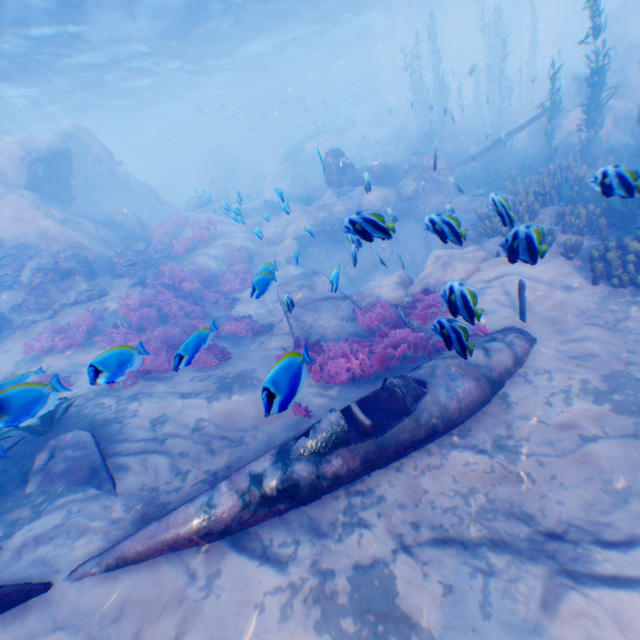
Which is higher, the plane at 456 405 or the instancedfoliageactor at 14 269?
the instancedfoliageactor at 14 269

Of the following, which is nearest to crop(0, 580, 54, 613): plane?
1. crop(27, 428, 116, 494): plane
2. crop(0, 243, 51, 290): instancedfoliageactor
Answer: crop(27, 428, 116, 494): plane

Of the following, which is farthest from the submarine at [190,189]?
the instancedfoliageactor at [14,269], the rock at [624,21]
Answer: the instancedfoliageactor at [14,269]

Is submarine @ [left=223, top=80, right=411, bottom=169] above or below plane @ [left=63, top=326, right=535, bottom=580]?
above

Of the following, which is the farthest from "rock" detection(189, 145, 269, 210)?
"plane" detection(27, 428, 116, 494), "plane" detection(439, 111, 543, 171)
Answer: "plane" detection(27, 428, 116, 494)

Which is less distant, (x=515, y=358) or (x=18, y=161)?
(x=515, y=358)

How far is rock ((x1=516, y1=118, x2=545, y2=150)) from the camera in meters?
17.2
